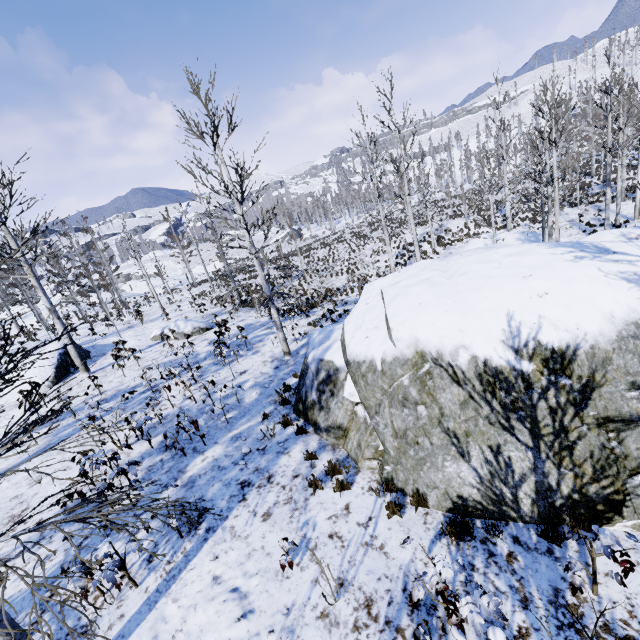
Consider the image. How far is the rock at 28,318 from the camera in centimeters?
3531cm

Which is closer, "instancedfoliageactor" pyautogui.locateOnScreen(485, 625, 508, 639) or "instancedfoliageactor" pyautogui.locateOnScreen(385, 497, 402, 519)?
"instancedfoliageactor" pyautogui.locateOnScreen(485, 625, 508, 639)

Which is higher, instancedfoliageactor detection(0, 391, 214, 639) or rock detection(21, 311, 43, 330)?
rock detection(21, 311, 43, 330)

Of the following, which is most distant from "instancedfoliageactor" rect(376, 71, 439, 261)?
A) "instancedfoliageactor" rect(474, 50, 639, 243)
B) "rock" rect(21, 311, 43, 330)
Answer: "instancedfoliageactor" rect(474, 50, 639, 243)

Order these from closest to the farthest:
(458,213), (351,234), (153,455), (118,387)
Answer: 1. (153,455)
2. (118,387)
3. (458,213)
4. (351,234)

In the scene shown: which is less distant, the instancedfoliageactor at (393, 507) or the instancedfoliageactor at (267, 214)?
the instancedfoliageactor at (393, 507)

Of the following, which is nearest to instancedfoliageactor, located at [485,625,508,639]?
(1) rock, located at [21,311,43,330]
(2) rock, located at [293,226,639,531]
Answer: (2) rock, located at [293,226,639,531]
